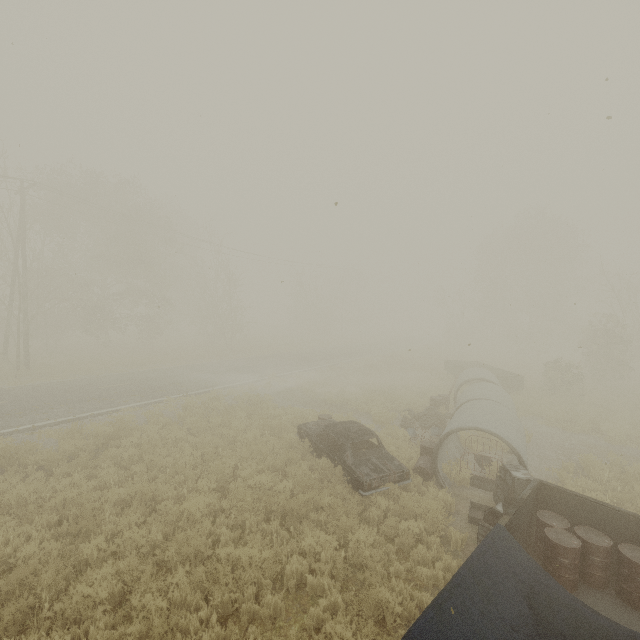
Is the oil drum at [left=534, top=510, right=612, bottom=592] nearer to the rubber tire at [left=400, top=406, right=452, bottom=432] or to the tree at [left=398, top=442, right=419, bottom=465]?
the rubber tire at [left=400, top=406, right=452, bottom=432]

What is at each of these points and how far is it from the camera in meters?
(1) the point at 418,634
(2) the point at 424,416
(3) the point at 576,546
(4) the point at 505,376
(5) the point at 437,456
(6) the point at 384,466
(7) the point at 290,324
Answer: (1) truck bed, 3.7
(2) rubber tire, 15.2
(3) oil drum, 6.0
(4) truck bed, 20.7
(5) concrete pipe, 9.8
(6) car, 9.1
(7) tree, 52.6

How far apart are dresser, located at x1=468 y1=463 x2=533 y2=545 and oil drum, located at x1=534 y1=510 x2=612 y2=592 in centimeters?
32cm

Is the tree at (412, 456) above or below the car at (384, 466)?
below

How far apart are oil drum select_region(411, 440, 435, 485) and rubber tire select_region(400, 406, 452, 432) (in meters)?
4.34

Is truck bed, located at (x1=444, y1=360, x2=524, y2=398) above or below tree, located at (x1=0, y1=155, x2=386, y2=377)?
below

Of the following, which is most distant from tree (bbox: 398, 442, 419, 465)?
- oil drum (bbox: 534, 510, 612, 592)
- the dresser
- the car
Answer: oil drum (bbox: 534, 510, 612, 592)

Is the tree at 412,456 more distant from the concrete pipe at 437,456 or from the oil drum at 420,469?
the concrete pipe at 437,456
